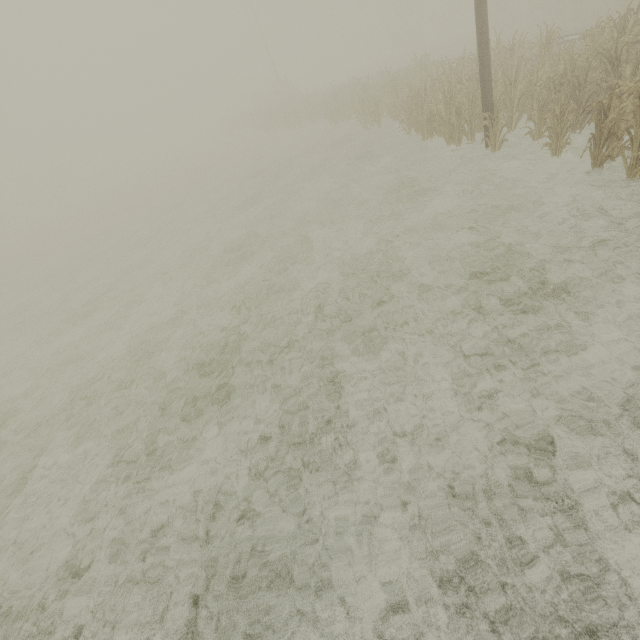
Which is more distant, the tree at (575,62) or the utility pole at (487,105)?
the utility pole at (487,105)

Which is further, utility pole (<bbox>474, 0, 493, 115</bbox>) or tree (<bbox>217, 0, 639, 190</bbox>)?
utility pole (<bbox>474, 0, 493, 115</bbox>)

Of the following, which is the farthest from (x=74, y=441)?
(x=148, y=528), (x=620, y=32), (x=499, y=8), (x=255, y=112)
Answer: (x=499, y=8)
